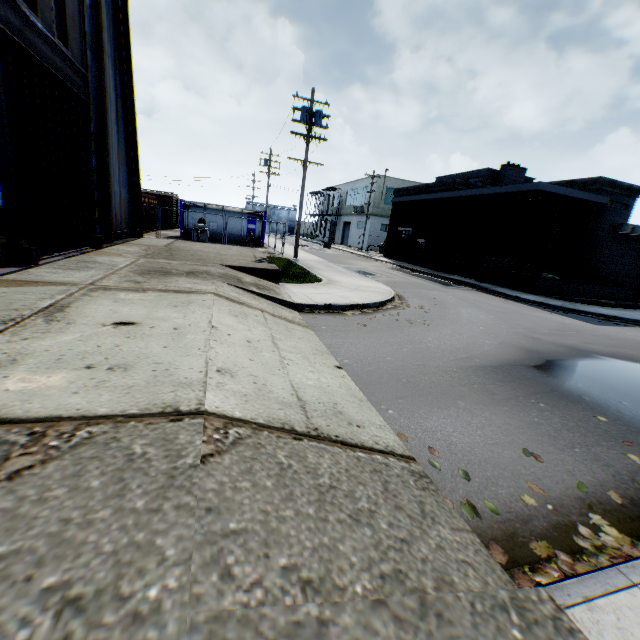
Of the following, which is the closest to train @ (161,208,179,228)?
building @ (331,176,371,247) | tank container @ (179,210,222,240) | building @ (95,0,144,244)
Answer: tank container @ (179,210,222,240)

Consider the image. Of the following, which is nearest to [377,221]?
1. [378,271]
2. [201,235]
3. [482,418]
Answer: [378,271]

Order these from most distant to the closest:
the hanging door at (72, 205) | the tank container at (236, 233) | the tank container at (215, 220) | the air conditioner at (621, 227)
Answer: the tank container at (236, 233), the tank container at (215, 220), the air conditioner at (621, 227), the hanging door at (72, 205)

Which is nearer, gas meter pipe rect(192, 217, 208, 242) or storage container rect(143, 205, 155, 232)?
gas meter pipe rect(192, 217, 208, 242)

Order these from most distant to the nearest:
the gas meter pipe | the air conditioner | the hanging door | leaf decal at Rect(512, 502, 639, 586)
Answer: the gas meter pipe
the air conditioner
the hanging door
leaf decal at Rect(512, 502, 639, 586)

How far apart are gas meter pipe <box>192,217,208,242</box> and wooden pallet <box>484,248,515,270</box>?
19.38m

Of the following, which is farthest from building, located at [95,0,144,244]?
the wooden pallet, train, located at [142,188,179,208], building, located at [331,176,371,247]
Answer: building, located at [331,176,371,247]

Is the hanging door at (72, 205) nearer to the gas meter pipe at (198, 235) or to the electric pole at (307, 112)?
the gas meter pipe at (198, 235)
